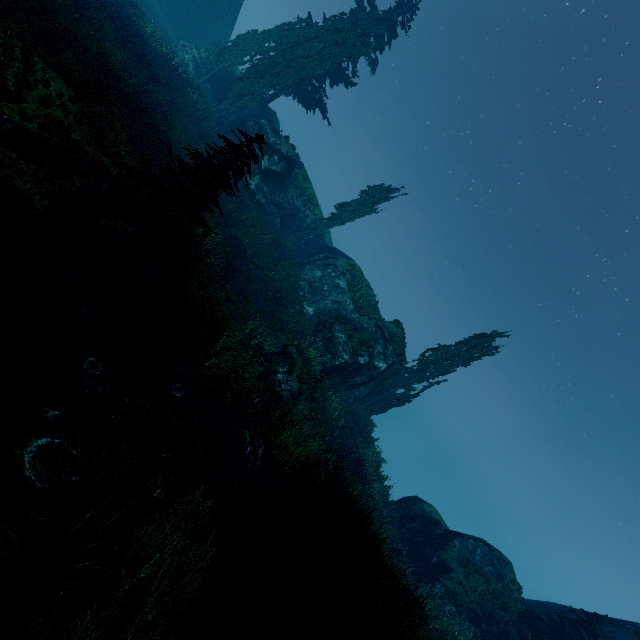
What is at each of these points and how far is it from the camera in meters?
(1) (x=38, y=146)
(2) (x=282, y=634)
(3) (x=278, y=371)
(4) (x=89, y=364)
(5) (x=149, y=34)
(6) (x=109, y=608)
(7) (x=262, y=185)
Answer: (1) rock, 7.4 m
(2) instancedfoliageactor, 5.1 m
(3) rock, 15.4 m
(4) instancedfoliageactor, 6.2 m
(5) instancedfoliageactor, 22.4 m
(6) instancedfoliageactor, 3.0 m
(7) rock, 27.1 m

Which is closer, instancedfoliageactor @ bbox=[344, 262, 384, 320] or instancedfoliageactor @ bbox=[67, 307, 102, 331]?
instancedfoliageactor @ bbox=[67, 307, 102, 331]

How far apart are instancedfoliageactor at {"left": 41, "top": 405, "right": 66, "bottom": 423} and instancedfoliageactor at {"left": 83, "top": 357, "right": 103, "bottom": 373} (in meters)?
1.16

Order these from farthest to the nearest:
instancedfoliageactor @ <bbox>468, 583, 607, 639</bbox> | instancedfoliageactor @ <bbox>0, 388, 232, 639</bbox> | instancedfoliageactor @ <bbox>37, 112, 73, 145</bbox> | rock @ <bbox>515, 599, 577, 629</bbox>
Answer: rock @ <bbox>515, 599, 577, 629</bbox>
instancedfoliageactor @ <bbox>468, 583, 607, 639</bbox>
instancedfoliageactor @ <bbox>37, 112, 73, 145</bbox>
instancedfoliageactor @ <bbox>0, 388, 232, 639</bbox>

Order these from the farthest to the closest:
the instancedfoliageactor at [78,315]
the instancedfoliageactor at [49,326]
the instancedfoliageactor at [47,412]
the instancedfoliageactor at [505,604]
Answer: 1. the instancedfoliageactor at [505,604]
2. the instancedfoliageactor at [78,315]
3. the instancedfoliageactor at [49,326]
4. the instancedfoliageactor at [47,412]

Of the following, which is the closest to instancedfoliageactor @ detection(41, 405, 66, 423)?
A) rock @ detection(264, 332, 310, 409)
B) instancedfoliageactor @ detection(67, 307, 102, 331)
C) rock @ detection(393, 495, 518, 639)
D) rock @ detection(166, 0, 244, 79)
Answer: instancedfoliageactor @ detection(67, 307, 102, 331)

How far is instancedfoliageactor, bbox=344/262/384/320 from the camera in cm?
2725

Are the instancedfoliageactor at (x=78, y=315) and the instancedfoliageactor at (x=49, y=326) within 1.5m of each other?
yes
